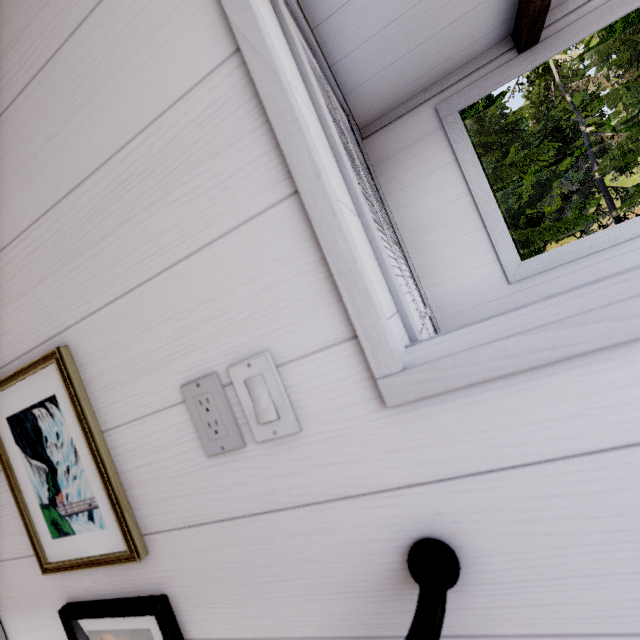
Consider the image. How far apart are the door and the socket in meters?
0.5 m

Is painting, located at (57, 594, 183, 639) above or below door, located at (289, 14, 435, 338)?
below

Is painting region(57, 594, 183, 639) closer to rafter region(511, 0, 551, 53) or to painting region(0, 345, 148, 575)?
painting region(0, 345, 148, 575)

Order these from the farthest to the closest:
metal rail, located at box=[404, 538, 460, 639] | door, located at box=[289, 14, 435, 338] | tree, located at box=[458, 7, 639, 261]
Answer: tree, located at box=[458, 7, 639, 261] → door, located at box=[289, 14, 435, 338] → metal rail, located at box=[404, 538, 460, 639]

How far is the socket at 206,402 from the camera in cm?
53

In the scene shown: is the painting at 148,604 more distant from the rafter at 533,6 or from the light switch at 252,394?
the rafter at 533,6

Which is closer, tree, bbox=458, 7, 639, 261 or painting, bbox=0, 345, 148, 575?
painting, bbox=0, 345, 148, 575

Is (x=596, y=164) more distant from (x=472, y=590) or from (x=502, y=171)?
(x=472, y=590)
